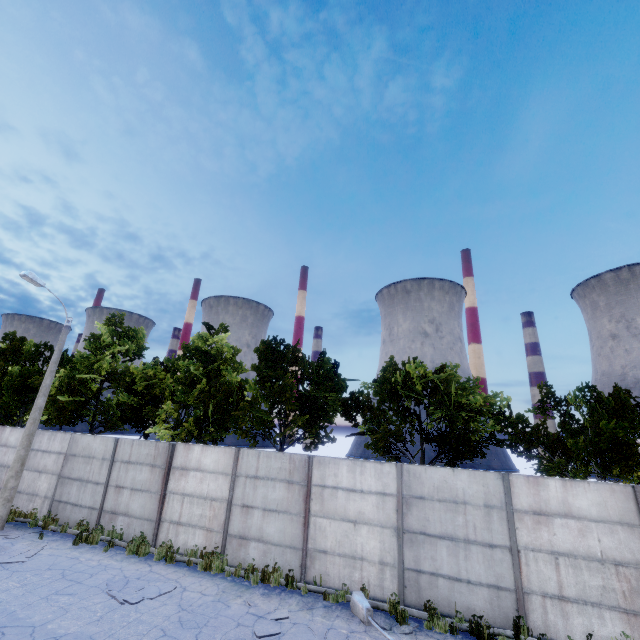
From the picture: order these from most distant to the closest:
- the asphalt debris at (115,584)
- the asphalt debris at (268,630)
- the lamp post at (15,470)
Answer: the lamp post at (15,470), the asphalt debris at (115,584), the asphalt debris at (268,630)

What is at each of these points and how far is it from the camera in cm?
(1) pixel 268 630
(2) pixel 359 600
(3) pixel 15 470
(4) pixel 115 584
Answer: (1) asphalt debris, 750
(2) lamp post, 849
(3) lamp post, 1319
(4) asphalt debris, 912

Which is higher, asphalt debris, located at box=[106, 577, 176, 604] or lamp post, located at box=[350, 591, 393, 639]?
lamp post, located at box=[350, 591, 393, 639]

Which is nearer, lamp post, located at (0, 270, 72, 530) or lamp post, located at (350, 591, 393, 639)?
lamp post, located at (350, 591, 393, 639)

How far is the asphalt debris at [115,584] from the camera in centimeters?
842cm

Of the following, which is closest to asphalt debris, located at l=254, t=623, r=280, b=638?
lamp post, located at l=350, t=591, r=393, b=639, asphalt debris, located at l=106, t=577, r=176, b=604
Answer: lamp post, located at l=350, t=591, r=393, b=639

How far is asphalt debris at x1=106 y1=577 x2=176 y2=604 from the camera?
8.4 meters

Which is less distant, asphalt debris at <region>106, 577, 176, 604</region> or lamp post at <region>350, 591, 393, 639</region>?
lamp post at <region>350, 591, 393, 639</region>
